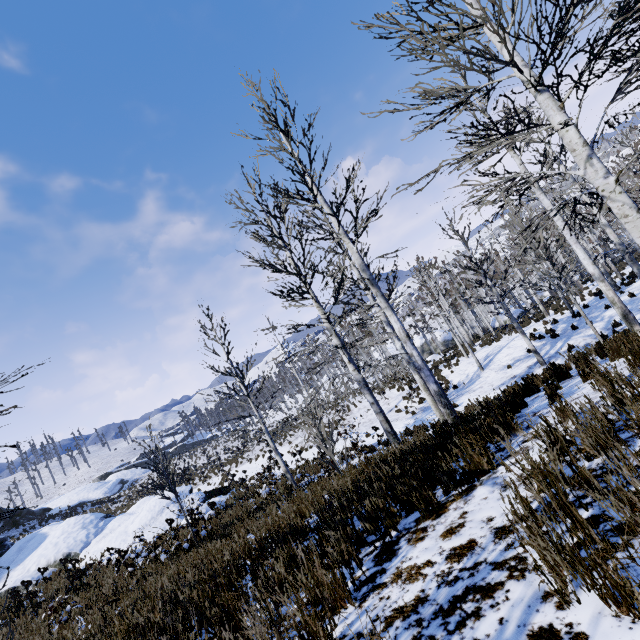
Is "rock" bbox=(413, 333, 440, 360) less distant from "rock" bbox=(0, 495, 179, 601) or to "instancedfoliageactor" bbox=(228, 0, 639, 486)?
"instancedfoliageactor" bbox=(228, 0, 639, 486)

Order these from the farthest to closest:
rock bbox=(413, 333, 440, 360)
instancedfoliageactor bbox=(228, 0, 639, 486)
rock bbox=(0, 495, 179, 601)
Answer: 1. rock bbox=(413, 333, 440, 360)
2. rock bbox=(0, 495, 179, 601)
3. instancedfoliageactor bbox=(228, 0, 639, 486)

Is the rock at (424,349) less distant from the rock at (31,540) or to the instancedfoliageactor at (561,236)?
the instancedfoliageactor at (561,236)

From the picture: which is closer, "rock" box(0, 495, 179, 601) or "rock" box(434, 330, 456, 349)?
"rock" box(0, 495, 179, 601)

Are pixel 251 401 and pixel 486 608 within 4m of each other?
no

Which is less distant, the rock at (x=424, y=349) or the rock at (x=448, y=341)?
the rock at (x=424, y=349)

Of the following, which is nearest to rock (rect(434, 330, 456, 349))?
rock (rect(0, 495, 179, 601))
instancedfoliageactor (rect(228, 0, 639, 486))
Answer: instancedfoliageactor (rect(228, 0, 639, 486))
